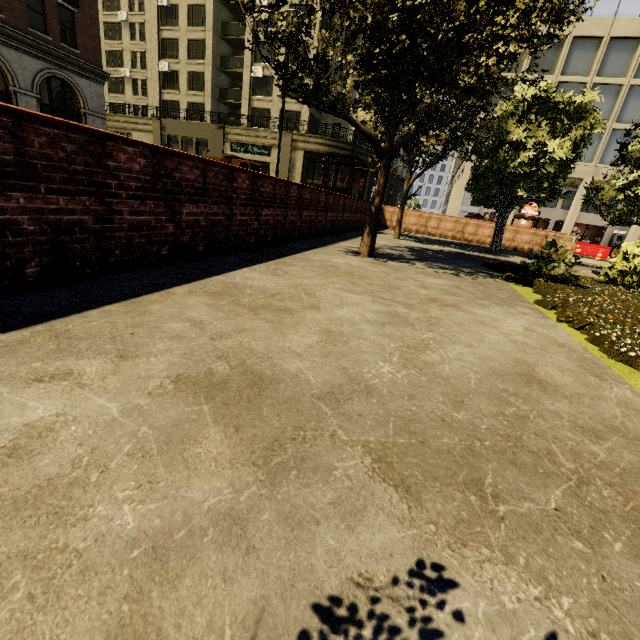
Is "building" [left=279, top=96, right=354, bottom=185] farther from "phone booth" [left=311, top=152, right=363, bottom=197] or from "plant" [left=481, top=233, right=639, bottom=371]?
"plant" [left=481, top=233, right=639, bottom=371]

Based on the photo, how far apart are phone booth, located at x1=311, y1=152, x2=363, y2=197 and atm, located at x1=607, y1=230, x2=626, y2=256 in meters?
31.9 m

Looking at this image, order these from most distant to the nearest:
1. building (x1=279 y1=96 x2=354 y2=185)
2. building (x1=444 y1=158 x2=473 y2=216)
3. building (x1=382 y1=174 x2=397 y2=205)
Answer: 1. building (x1=382 y1=174 x2=397 y2=205)
2. building (x1=279 y1=96 x2=354 y2=185)
3. building (x1=444 y1=158 x2=473 y2=216)

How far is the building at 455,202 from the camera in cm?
3007

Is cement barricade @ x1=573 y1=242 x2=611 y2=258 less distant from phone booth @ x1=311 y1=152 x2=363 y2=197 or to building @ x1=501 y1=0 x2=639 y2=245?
building @ x1=501 y1=0 x2=639 y2=245

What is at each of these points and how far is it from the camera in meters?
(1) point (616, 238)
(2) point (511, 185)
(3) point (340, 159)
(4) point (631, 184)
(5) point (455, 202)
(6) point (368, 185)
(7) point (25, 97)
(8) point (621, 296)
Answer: (1) atm, 31.0
(2) tree, 12.3
(3) phone booth, 12.3
(4) tree, 11.2
(5) building, 31.0
(6) building, 38.1
(7) building, 18.3
(8) plant, 5.9

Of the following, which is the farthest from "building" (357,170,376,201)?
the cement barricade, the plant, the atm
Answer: the plant

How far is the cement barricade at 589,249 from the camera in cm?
2462
